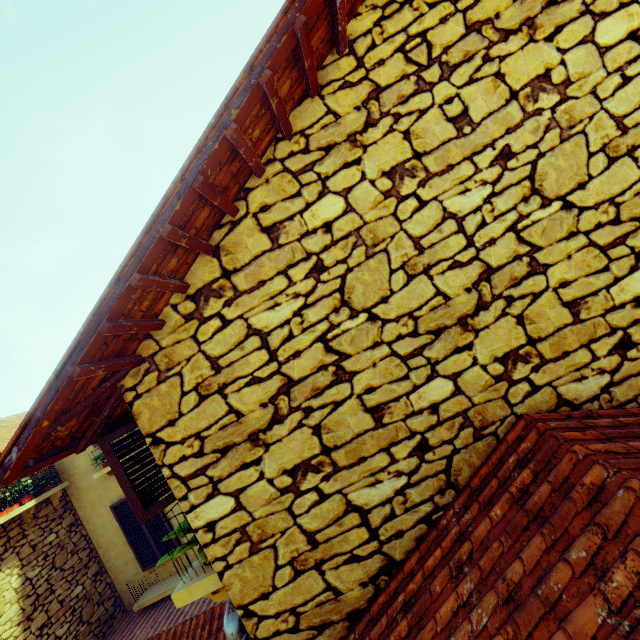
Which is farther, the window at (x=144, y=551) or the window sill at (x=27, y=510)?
the window sill at (x=27, y=510)

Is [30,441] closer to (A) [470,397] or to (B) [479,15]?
(A) [470,397]

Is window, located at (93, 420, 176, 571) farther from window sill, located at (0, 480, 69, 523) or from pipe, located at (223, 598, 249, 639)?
window sill, located at (0, 480, 69, 523)

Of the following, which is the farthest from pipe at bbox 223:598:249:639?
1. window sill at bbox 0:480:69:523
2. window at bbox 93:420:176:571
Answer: window sill at bbox 0:480:69:523

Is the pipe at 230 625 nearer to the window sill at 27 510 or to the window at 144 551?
the window at 144 551

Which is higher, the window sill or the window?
the window sill
